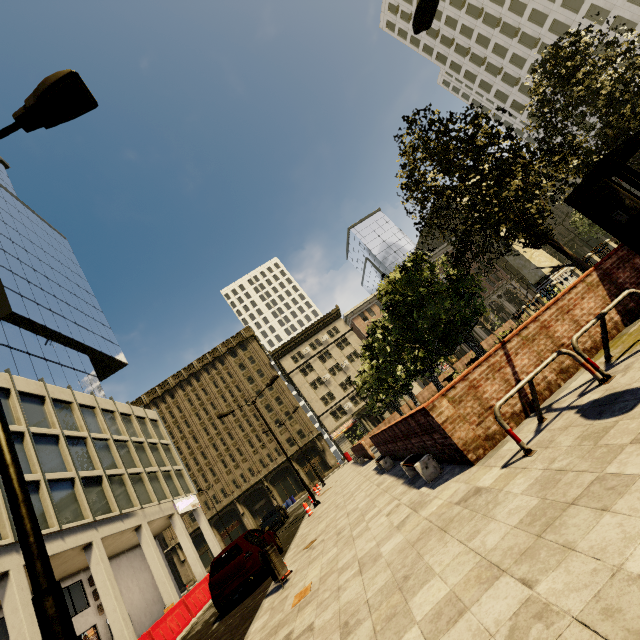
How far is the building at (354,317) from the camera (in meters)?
58.91

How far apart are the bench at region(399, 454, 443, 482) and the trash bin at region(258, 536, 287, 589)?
3.64m

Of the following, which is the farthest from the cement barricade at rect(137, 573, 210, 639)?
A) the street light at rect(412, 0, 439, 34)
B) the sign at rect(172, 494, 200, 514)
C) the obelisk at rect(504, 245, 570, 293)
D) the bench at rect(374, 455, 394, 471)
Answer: the obelisk at rect(504, 245, 570, 293)

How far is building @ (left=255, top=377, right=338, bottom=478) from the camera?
50.97m

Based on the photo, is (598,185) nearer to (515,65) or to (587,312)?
(587,312)

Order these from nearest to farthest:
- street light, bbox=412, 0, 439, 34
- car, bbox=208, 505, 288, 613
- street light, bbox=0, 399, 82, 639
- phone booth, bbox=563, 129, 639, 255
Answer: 1. street light, bbox=0, 399, 82, 639
2. phone booth, bbox=563, 129, 639, 255
3. street light, bbox=412, 0, 439, 34
4. car, bbox=208, 505, 288, 613

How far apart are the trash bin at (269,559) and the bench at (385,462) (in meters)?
5.01

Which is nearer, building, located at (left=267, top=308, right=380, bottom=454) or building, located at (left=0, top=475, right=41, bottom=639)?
building, located at (left=0, top=475, right=41, bottom=639)
